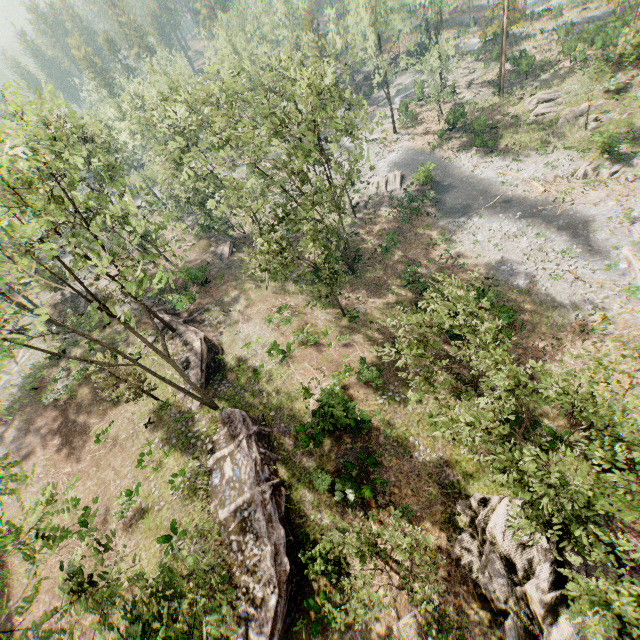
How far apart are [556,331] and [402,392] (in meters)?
12.16

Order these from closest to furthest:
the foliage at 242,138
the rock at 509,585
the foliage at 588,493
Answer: the foliage at 588,493 < the rock at 509,585 < the foliage at 242,138

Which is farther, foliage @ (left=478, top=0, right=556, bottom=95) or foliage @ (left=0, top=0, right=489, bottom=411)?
foliage @ (left=478, top=0, right=556, bottom=95)

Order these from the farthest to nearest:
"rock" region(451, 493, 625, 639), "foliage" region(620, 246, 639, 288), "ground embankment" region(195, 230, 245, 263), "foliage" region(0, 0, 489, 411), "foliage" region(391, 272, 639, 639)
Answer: "ground embankment" region(195, 230, 245, 263), "foliage" region(620, 246, 639, 288), "foliage" region(0, 0, 489, 411), "rock" region(451, 493, 625, 639), "foliage" region(391, 272, 639, 639)

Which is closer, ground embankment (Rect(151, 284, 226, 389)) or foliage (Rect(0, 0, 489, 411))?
foliage (Rect(0, 0, 489, 411))

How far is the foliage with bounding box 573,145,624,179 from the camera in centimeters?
2956cm

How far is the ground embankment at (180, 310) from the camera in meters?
24.9 m
